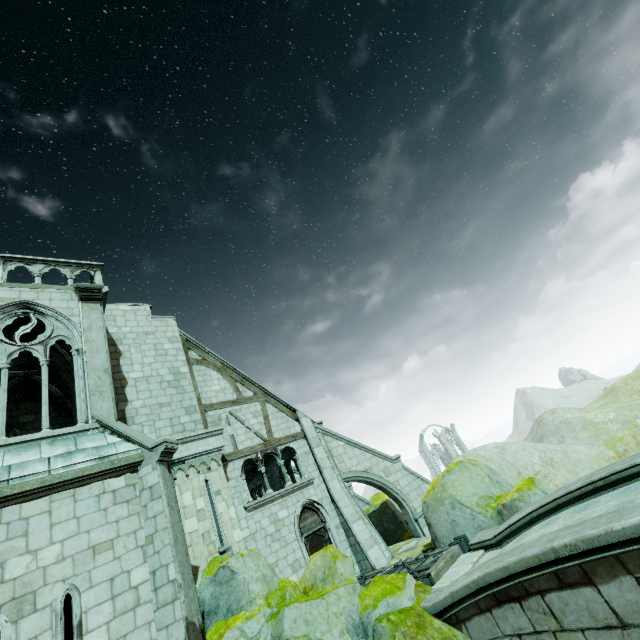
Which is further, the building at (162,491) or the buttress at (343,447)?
the buttress at (343,447)

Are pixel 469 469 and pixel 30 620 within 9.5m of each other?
no

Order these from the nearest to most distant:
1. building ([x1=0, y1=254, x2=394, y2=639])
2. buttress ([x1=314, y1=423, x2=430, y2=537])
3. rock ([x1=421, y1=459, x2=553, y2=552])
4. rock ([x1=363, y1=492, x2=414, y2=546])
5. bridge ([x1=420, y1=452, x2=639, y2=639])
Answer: bridge ([x1=420, y1=452, x2=639, y2=639])
building ([x1=0, y1=254, x2=394, y2=639])
rock ([x1=421, y1=459, x2=553, y2=552])
buttress ([x1=314, y1=423, x2=430, y2=537])
rock ([x1=363, y1=492, x2=414, y2=546])

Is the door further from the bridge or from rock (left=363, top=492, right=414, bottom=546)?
the bridge

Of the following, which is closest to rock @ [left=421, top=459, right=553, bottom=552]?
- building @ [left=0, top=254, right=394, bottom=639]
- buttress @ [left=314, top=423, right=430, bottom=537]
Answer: buttress @ [left=314, top=423, right=430, bottom=537]

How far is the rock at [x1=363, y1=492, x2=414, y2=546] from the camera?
17.6m

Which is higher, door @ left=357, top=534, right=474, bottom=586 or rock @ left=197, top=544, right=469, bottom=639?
rock @ left=197, top=544, right=469, bottom=639

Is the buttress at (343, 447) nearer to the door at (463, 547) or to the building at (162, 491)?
the building at (162, 491)
